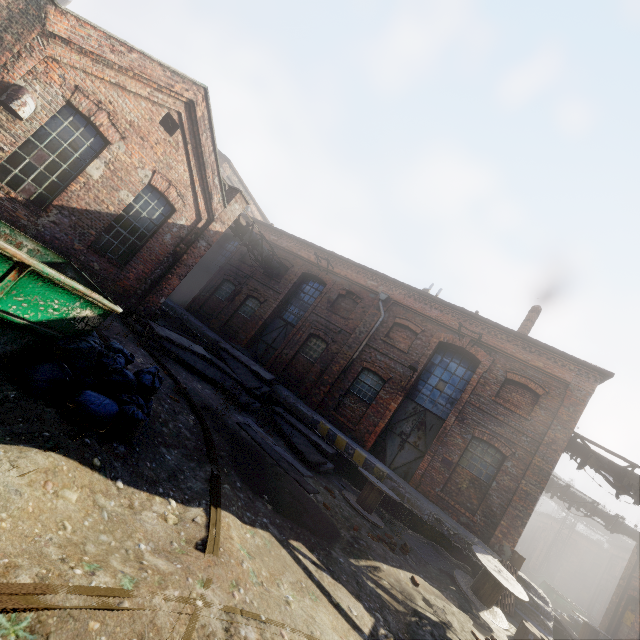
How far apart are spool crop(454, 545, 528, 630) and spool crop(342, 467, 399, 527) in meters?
2.2 m

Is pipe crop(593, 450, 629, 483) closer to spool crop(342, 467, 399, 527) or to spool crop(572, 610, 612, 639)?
spool crop(572, 610, 612, 639)

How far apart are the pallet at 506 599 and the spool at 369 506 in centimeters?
344cm

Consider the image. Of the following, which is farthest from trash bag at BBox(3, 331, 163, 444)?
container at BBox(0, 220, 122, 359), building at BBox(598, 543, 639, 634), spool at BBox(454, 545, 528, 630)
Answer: building at BBox(598, 543, 639, 634)

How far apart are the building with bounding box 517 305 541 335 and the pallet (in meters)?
9.28

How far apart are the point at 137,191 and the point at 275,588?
11.10m

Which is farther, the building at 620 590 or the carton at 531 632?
the building at 620 590

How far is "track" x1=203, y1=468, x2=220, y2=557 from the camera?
3.40m
